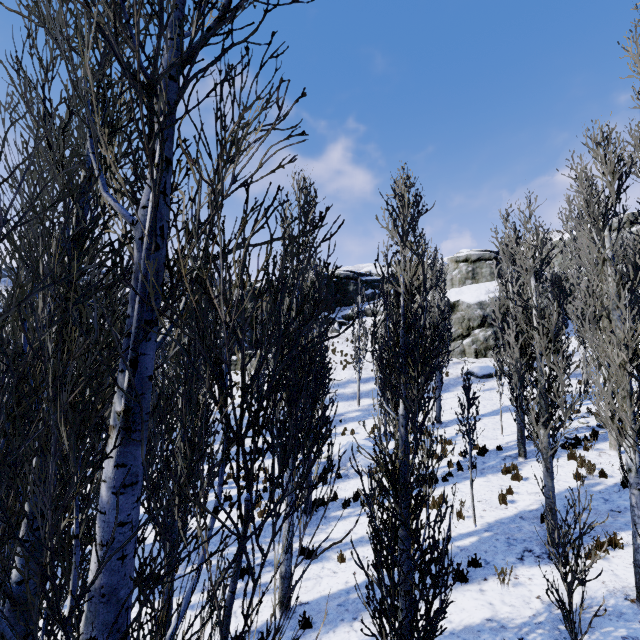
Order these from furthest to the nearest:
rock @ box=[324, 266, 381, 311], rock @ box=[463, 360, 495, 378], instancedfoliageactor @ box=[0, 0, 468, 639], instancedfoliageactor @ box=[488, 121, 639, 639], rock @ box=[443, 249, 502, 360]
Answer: rock @ box=[324, 266, 381, 311]
rock @ box=[443, 249, 502, 360]
rock @ box=[463, 360, 495, 378]
instancedfoliageactor @ box=[488, 121, 639, 639]
instancedfoliageactor @ box=[0, 0, 468, 639]

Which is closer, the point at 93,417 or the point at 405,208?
the point at 93,417

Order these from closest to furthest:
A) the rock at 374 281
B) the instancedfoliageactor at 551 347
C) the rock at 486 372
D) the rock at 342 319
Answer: the instancedfoliageactor at 551 347
the rock at 486 372
the rock at 342 319
the rock at 374 281

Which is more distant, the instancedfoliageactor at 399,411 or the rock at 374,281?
the rock at 374,281

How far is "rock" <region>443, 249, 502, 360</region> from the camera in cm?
2736
